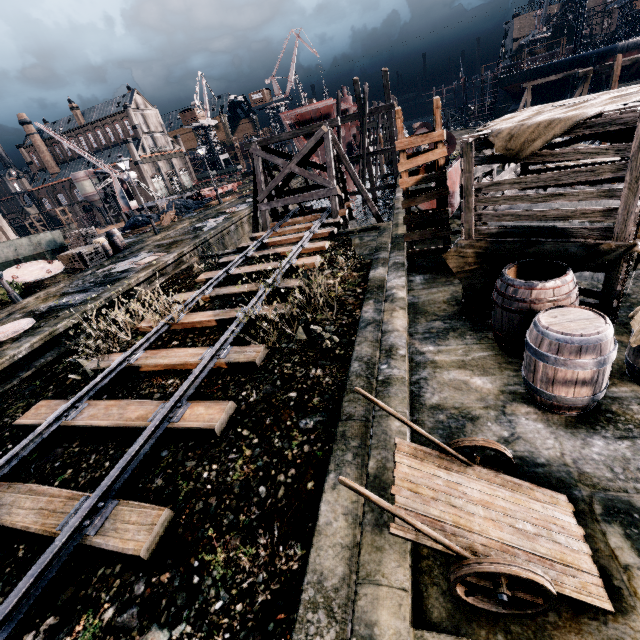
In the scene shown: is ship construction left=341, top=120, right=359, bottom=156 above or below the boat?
above

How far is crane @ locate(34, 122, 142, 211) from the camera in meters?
40.1

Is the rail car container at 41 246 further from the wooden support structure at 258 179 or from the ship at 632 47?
the ship at 632 47

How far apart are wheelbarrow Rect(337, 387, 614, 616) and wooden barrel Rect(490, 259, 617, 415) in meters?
1.2 m

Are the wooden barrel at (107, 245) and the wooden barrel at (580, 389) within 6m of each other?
no

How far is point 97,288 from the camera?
15.3 meters

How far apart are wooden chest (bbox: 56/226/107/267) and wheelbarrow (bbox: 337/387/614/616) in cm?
2305

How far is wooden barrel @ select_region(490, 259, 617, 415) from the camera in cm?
388
